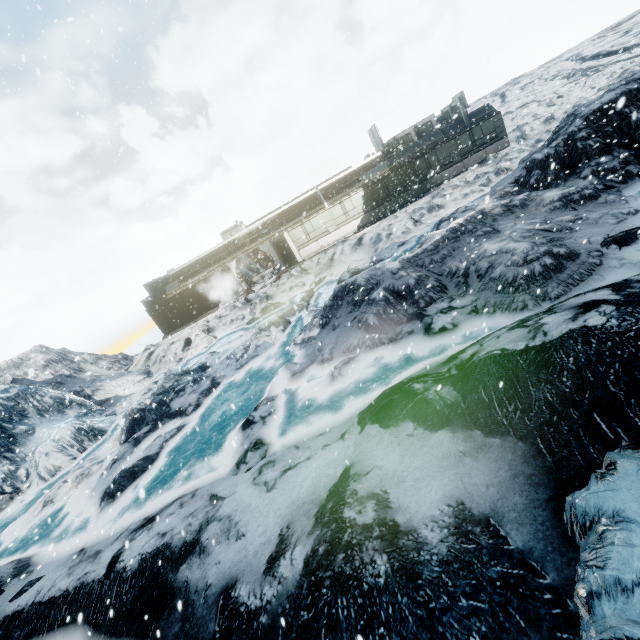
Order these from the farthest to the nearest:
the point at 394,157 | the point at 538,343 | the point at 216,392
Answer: the point at 394,157 → the point at 216,392 → the point at 538,343
